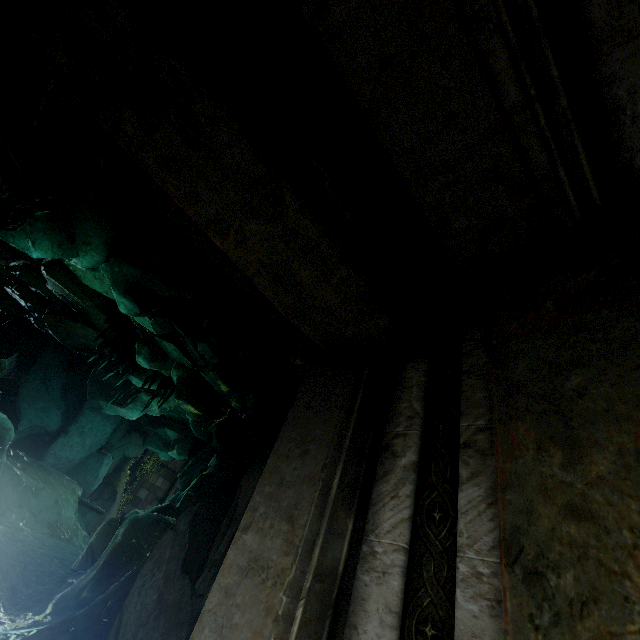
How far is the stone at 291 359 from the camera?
2.7 meters

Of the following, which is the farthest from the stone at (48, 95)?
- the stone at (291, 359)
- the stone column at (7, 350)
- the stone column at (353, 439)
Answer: the stone column at (7, 350)

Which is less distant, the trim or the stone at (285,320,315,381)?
the trim

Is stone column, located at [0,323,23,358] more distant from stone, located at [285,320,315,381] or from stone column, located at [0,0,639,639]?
stone, located at [285,320,315,381]

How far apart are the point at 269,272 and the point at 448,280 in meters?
1.0

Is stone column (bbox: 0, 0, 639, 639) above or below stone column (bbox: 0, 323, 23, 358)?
below

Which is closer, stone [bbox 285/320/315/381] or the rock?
stone [bbox 285/320/315/381]

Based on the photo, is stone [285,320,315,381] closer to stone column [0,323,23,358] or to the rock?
the rock
